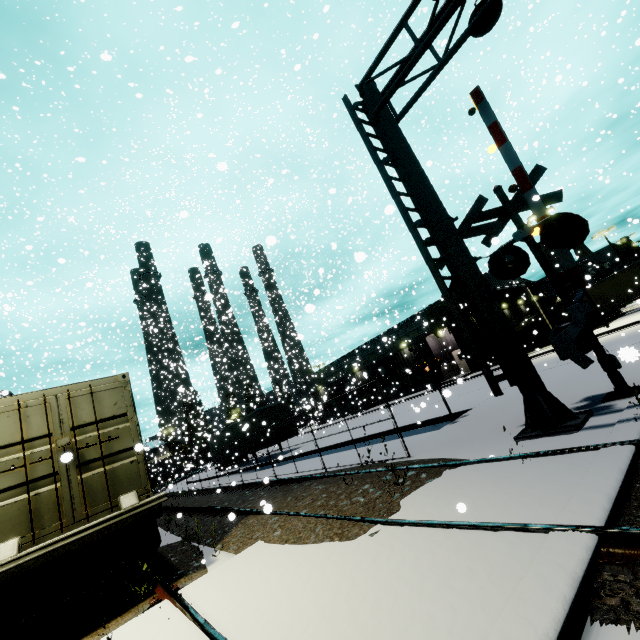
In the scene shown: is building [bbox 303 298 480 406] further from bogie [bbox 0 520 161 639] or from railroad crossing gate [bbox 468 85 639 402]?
bogie [bbox 0 520 161 639]

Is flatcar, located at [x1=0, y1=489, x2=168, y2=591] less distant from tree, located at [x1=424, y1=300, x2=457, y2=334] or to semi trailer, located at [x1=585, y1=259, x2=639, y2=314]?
semi trailer, located at [x1=585, y1=259, x2=639, y2=314]

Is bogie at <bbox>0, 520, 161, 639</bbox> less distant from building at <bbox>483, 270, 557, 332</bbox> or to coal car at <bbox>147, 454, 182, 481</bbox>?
building at <bbox>483, 270, 557, 332</bbox>

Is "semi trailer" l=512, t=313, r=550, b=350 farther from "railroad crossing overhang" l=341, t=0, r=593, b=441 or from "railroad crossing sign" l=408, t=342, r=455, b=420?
"railroad crossing sign" l=408, t=342, r=455, b=420

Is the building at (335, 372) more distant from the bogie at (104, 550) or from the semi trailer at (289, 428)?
the bogie at (104, 550)

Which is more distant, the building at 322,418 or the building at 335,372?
the building at 322,418

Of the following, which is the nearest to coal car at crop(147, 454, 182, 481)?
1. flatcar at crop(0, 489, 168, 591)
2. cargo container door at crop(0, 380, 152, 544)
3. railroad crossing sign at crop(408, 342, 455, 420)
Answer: flatcar at crop(0, 489, 168, 591)

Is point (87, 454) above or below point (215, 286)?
below
